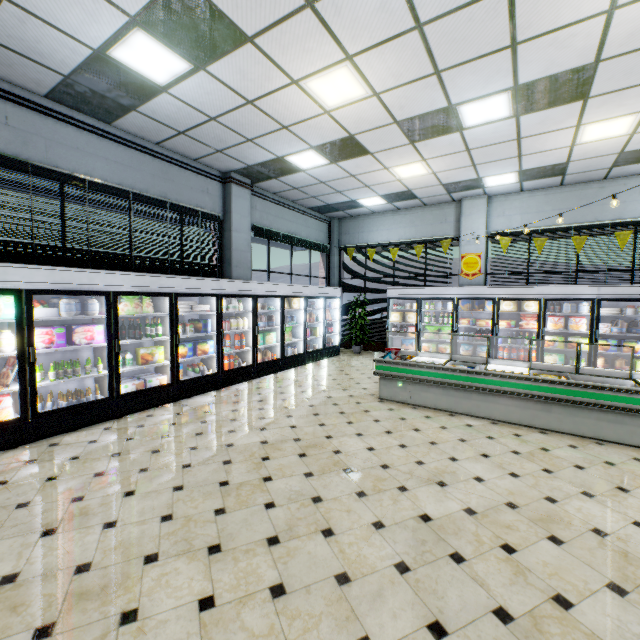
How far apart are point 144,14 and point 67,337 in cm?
428

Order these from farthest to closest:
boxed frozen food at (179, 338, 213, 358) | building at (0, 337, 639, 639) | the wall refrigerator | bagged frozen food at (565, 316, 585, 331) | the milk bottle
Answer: bagged frozen food at (565, 316, 585, 331) → the wall refrigerator → boxed frozen food at (179, 338, 213, 358) → the milk bottle → building at (0, 337, 639, 639)

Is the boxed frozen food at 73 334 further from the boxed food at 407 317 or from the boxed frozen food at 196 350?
the boxed food at 407 317

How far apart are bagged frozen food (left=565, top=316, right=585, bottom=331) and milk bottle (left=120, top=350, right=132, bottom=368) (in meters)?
9.57

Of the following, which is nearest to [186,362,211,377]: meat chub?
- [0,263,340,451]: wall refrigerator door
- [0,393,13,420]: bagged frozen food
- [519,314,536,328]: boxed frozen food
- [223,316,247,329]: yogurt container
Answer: [0,263,340,451]: wall refrigerator door

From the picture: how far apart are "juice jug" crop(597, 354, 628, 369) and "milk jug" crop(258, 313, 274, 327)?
8.3m

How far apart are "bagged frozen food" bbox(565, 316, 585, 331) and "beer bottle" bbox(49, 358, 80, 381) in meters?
10.1 m

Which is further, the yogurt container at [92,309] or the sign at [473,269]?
the sign at [473,269]
